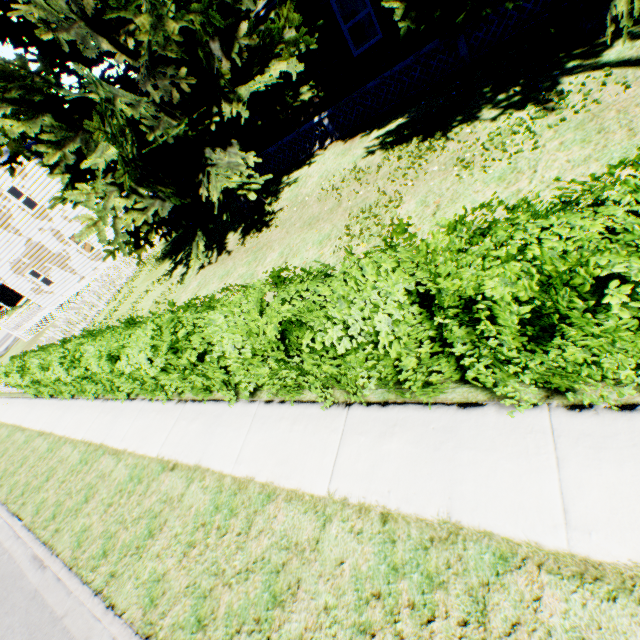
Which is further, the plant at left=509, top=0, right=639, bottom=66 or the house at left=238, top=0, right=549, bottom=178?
the house at left=238, top=0, right=549, bottom=178

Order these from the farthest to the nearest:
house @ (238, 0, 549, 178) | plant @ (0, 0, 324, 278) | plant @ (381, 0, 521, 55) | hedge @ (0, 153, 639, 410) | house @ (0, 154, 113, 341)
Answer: house @ (0, 154, 113, 341) < house @ (238, 0, 549, 178) < plant @ (0, 0, 324, 278) < plant @ (381, 0, 521, 55) < hedge @ (0, 153, 639, 410)

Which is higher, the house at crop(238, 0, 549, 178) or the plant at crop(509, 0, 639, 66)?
the house at crop(238, 0, 549, 178)

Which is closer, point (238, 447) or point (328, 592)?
point (328, 592)

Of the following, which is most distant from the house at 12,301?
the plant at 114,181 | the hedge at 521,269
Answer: the hedge at 521,269

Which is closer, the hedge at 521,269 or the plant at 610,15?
the hedge at 521,269

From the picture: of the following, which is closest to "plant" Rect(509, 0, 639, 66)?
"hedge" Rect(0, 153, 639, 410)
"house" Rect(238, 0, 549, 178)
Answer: "house" Rect(238, 0, 549, 178)

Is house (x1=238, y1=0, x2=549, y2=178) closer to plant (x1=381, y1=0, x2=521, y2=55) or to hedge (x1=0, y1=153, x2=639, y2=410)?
plant (x1=381, y1=0, x2=521, y2=55)
